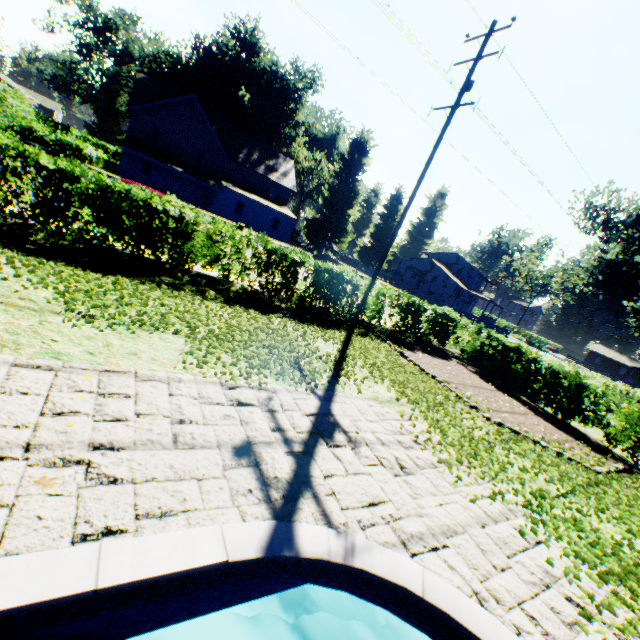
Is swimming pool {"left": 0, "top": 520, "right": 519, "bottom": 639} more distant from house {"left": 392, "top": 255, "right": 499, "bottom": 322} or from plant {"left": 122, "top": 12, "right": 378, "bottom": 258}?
house {"left": 392, "top": 255, "right": 499, "bottom": 322}

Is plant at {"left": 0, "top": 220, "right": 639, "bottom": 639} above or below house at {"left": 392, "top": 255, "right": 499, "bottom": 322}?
below

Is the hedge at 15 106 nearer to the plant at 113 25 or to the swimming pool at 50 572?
the plant at 113 25

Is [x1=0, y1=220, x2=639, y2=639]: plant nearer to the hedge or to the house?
the house

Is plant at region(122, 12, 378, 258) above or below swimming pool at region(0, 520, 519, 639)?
above

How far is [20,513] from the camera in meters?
2.2 m

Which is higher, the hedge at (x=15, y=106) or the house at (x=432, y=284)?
the house at (x=432, y=284)
